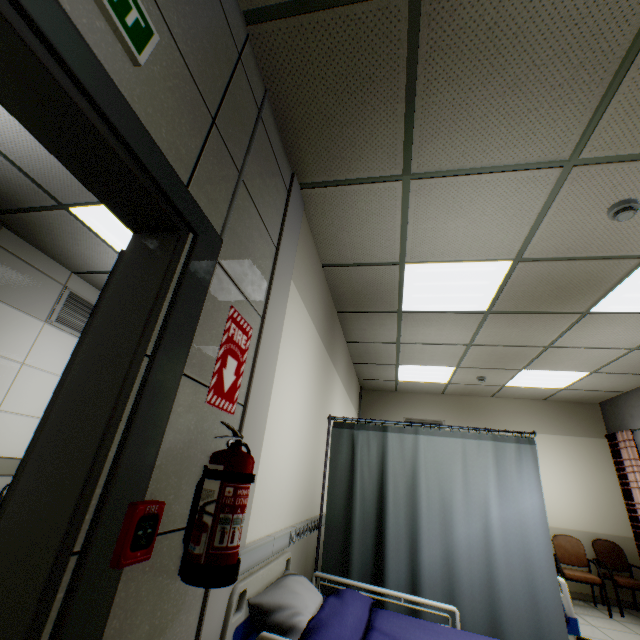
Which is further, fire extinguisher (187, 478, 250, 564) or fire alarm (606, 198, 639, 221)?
fire alarm (606, 198, 639, 221)

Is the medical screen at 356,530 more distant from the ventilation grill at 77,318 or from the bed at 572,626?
the ventilation grill at 77,318

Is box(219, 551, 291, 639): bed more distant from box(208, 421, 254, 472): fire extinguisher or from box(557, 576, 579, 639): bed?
box(557, 576, 579, 639): bed

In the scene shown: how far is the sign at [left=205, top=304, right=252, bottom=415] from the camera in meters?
1.3

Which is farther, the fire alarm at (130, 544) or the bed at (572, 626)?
the bed at (572, 626)

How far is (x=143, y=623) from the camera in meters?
1.0 m

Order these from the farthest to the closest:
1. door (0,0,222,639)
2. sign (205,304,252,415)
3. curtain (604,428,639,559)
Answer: curtain (604,428,639,559), sign (205,304,252,415), door (0,0,222,639)

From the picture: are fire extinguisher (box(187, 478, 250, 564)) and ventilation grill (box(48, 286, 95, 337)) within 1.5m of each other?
no
